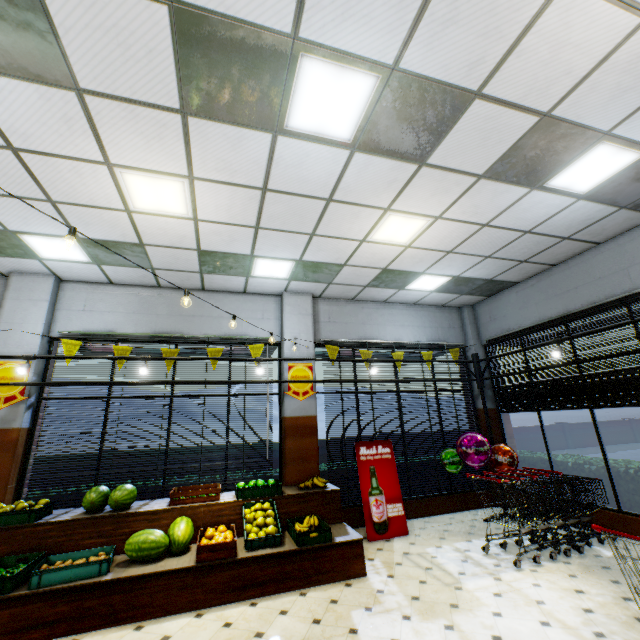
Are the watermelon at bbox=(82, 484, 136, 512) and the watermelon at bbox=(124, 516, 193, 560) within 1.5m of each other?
yes

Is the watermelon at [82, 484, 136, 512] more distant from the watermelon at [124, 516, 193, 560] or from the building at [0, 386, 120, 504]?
the building at [0, 386, 120, 504]

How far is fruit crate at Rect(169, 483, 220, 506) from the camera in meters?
5.0

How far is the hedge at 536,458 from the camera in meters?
7.0

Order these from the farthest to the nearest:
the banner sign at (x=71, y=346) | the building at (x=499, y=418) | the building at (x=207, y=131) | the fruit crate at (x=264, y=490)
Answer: the building at (x=499, y=418) < the banner sign at (x=71, y=346) < the fruit crate at (x=264, y=490) < the building at (x=207, y=131)

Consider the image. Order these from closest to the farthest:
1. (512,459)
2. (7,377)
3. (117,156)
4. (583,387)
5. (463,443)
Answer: (117,156)
(7,377)
(583,387)
(512,459)
(463,443)

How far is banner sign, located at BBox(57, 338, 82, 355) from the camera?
5.8m

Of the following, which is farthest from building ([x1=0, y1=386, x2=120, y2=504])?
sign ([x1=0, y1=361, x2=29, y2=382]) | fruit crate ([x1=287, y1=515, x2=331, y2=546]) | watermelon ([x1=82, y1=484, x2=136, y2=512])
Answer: watermelon ([x1=82, y1=484, x2=136, y2=512])
